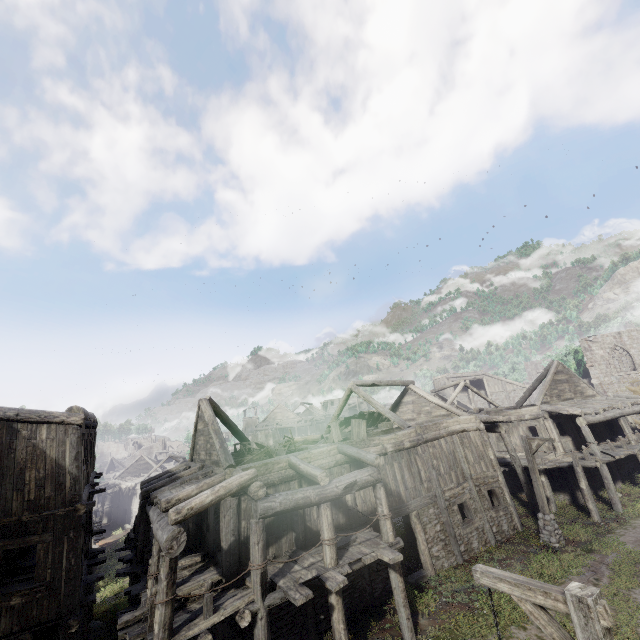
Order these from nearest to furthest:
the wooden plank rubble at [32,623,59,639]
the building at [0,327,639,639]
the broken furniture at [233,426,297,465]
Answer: the building at [0,327,639,639]
the broken furniture at [233,426,297,465]
the wooden plank rubble at [32,623,59,639]

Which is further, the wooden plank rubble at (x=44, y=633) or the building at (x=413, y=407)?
the wooden plank rubble at (x=44, y=633)

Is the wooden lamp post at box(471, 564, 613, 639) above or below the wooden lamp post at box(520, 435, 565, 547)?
above

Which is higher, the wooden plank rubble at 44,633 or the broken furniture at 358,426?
the broken furniture at 358,426

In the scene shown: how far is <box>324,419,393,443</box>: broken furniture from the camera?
14.60m

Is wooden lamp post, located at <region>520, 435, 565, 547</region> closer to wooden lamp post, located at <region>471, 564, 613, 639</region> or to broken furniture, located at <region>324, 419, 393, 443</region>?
broken furniture, located at <region>324, 419, 393, 443</region>

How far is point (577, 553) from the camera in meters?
13.7 m

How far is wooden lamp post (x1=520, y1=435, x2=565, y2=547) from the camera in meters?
14.8
